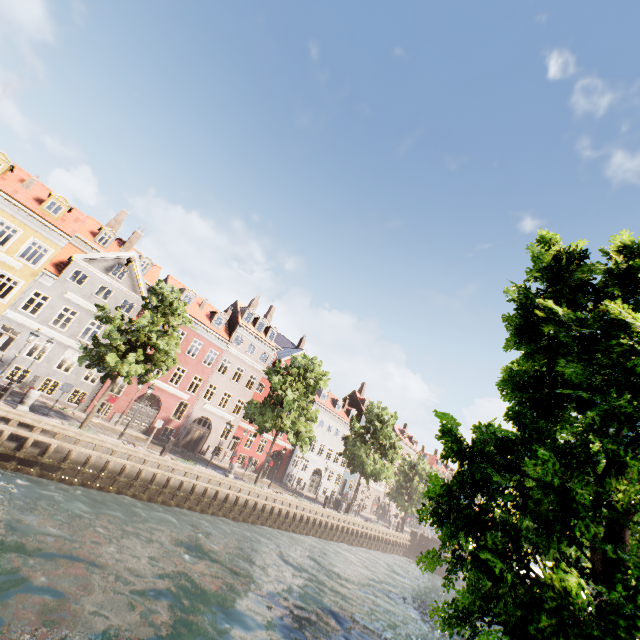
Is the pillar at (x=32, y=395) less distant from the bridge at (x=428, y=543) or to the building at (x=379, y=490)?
the building at (x=379, y=490)

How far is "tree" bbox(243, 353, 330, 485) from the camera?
26.1m

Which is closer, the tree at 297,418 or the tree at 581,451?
the tree at 581,451

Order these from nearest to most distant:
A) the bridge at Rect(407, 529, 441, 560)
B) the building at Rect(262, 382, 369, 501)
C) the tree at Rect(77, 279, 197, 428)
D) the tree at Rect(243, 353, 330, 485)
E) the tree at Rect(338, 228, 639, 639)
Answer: the tree at Rect(338, 228, 639, 639) → the tree at Rect(77, 279, 197, 428) → the tree at Rect(243, 353, 330, 485) → the building at Rect(262, 382, 369, 501) → the bridge at Rect(407, 529, 441, 560)

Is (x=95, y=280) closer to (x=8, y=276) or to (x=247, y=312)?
(x=8, y=276)

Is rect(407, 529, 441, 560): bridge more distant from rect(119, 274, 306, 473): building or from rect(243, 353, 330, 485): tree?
rect(119, 274, 306, 473): building

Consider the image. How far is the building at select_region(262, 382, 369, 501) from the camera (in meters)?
40.81
